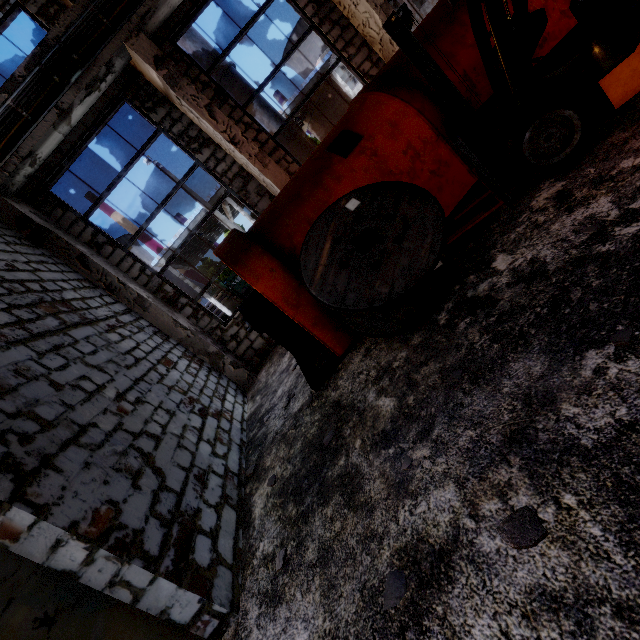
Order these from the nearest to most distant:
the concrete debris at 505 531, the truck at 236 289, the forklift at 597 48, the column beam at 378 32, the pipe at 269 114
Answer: the concrete debris at 505 531 → the forklift at 597 48 → the column beam at 378 32 → the pipe at 269 114 → the truck at 236 289

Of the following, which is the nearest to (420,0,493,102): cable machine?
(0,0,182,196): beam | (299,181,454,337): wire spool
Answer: (299,181,454,337): wire spool

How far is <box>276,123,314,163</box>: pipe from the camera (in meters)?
9.13

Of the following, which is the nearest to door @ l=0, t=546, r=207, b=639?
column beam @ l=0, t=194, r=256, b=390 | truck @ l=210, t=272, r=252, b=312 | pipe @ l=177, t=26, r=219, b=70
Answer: column beam @ l=0, t=194, r=256, b=390

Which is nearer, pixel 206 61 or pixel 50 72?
pixel 50 72

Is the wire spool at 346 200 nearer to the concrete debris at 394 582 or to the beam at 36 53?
the concrete debris at 394 582

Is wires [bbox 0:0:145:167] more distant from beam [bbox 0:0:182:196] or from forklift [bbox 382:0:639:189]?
forklift [bbox 382:0:639:189]

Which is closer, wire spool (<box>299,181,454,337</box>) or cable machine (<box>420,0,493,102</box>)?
wire spool (<box>299,181,454,337</box>)
